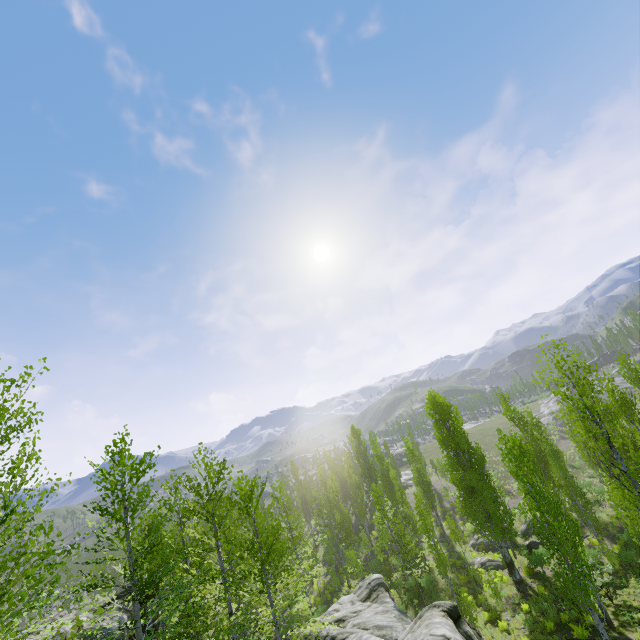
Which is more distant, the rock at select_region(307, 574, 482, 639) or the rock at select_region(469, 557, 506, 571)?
the rock at select_region(469, 557, 506, 571)

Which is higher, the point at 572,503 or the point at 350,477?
the point at 350,477

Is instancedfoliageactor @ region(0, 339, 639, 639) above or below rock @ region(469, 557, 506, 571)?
above

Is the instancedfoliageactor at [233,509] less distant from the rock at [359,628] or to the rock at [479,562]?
the rock at [359,628]

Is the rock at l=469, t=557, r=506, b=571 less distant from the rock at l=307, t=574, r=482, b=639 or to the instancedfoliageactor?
the instancedfoliageactor

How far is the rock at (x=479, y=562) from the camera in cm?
2616

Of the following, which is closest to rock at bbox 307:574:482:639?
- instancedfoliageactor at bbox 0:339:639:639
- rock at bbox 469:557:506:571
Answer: instancedfoliageactor at bbox 0:339:639:639

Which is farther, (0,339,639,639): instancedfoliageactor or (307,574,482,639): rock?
(0,339,639,639): instancedfoliageactor
